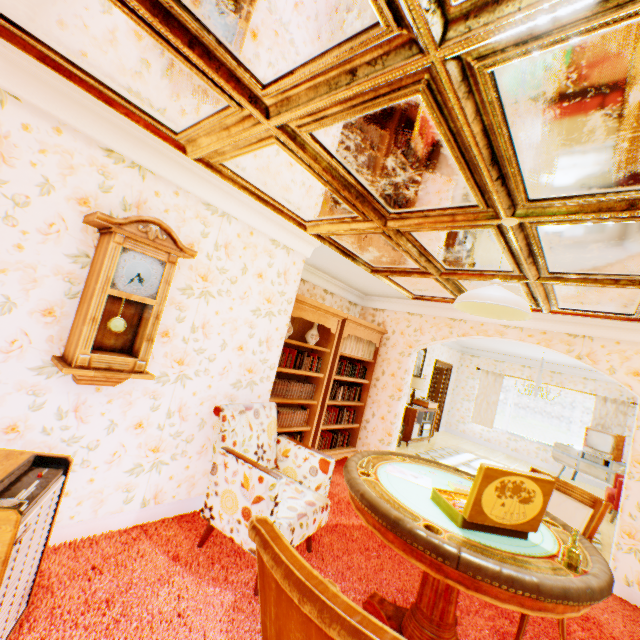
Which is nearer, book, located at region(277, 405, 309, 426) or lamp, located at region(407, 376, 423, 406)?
book, located at region(277, 405, 309, 426)

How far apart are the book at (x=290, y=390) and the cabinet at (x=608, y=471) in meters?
→ 8.1 m

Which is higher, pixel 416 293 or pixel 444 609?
pixel 416 293

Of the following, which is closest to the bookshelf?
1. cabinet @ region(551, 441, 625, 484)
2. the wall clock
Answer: the wall clock

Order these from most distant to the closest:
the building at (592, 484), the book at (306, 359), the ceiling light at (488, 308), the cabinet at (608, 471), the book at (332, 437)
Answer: the building at (592, 484) → the cabinet at (608, 471) → the book at (332, 437) → the book at (306, 359) → the ceiling light at (488, 308)

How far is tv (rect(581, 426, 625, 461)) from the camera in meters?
8.0

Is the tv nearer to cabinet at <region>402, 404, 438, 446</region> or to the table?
cabinet at <region>402, 404, 438, 446</region>

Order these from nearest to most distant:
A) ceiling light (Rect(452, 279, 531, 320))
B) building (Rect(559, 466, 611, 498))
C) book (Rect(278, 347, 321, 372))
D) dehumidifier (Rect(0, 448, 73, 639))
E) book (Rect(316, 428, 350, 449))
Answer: dehumidifier (Rect(0, 448, 73, 639)) → ceiling light (Rect(452, 279, 531, 320)) → book (Rect(278, 347, 321, 372)) → book (Rect(316, 428, 350, 449)) → building (Rect(559, 466, 611, 498))
